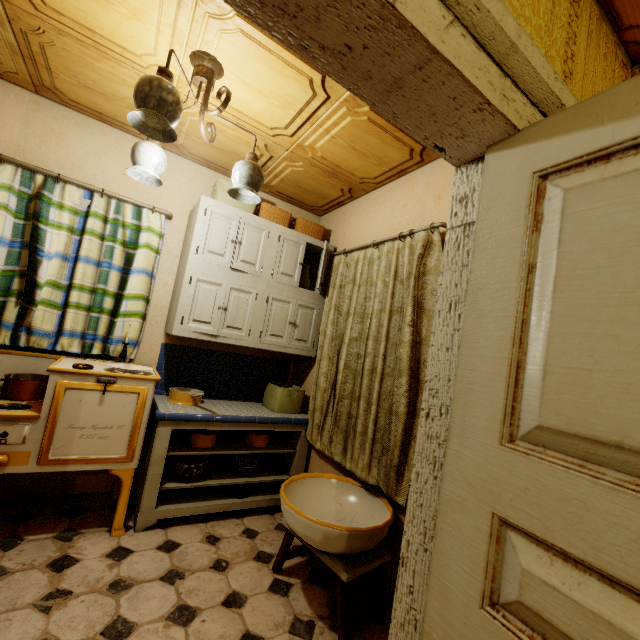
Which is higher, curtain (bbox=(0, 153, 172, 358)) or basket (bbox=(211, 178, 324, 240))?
basket (bbox=(211, 178, 324, 240))

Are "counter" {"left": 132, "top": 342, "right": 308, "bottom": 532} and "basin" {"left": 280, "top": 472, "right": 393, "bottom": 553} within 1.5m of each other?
yes

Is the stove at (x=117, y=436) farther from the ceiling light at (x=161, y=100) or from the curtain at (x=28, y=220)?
the ceiling light at (x=161, y=100)

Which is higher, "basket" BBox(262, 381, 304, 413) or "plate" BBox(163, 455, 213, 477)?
"basket" BBox(262, 381, 304, 413)

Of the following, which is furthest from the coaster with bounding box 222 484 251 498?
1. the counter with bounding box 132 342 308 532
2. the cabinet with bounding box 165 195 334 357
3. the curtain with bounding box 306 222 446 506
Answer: the cabinet with bounding box 165 195 334 357

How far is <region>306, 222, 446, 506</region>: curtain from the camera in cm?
195

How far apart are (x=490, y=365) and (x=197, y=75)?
2.07m

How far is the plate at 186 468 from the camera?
2.47m
